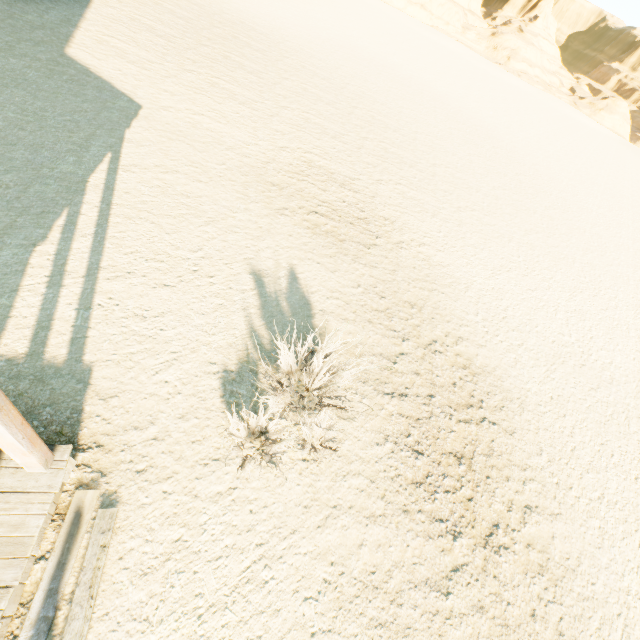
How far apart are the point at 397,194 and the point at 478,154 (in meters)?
11.60
